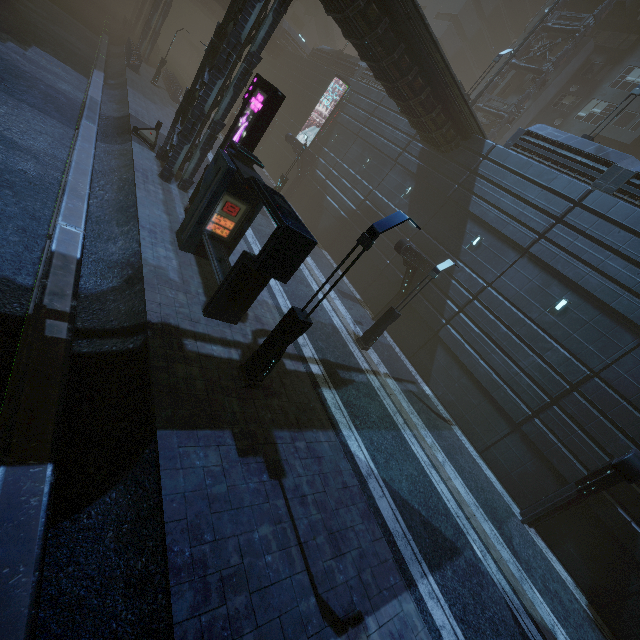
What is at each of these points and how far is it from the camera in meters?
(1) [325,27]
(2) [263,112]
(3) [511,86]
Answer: (1) stairs, 52.1 m
(2) sign, 11.2 m
(3) building, 35.0 m

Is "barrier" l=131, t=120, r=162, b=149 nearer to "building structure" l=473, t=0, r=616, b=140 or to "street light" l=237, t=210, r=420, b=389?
"street light" l=237, t=210, r=420, b=389

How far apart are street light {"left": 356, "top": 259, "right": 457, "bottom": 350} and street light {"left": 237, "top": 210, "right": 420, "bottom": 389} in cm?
725

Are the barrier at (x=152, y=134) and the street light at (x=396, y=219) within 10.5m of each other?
no

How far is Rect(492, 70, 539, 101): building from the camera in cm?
3122

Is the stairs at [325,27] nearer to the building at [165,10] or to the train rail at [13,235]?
the building at [165,10]

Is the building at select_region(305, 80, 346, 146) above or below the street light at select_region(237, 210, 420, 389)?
→ above
